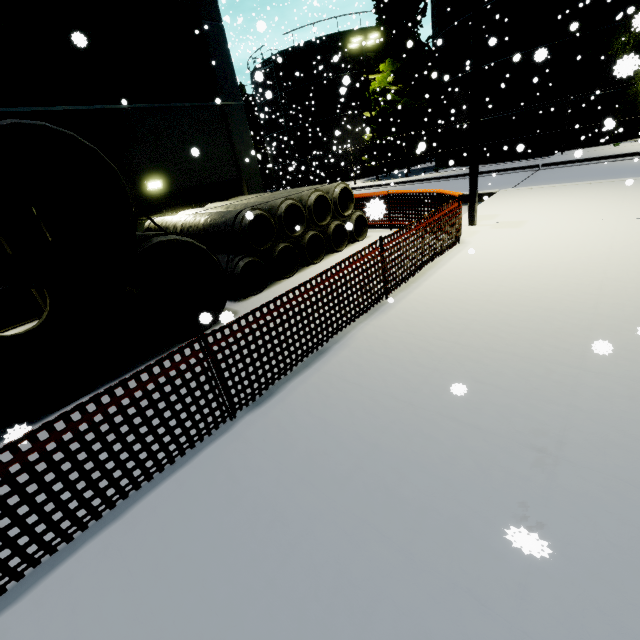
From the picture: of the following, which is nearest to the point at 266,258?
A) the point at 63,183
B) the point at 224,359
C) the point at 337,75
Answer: the point at 63,183

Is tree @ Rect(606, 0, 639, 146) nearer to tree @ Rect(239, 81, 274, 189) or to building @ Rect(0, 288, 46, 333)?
building @ Rect(0, 288, 46, 333)

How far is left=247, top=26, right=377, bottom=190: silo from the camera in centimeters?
2881cm

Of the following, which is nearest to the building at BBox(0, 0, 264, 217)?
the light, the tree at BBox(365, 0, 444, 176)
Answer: the tree at BBox(365, 0, 444, 176)

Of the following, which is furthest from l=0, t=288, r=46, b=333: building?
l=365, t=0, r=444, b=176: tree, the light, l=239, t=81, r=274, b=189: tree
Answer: l=239, t=81, r=274, b=189: tree

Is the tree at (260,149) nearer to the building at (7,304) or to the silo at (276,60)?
the silo at (276,60)

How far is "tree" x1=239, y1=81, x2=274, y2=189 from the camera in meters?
39.8
